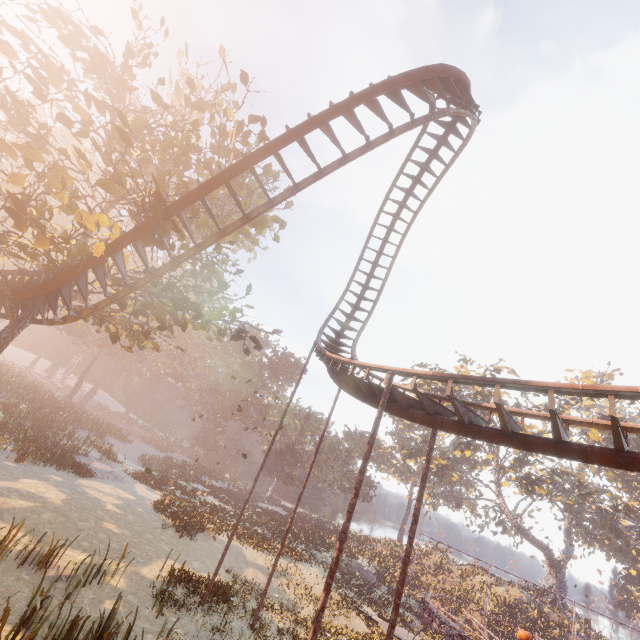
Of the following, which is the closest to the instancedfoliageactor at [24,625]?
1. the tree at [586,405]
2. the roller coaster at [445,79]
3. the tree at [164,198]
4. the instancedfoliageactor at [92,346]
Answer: the tree at [164,198]

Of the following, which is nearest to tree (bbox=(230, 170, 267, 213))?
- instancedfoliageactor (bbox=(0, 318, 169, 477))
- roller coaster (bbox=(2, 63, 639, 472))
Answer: roller coaster (bbox=(2, 63, 639, 472))

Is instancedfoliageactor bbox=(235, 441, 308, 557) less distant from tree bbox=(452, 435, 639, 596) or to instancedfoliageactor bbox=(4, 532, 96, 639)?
instancedfoliageactor bbox=(4, 532, 96, 639)

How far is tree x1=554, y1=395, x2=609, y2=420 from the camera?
38.0m

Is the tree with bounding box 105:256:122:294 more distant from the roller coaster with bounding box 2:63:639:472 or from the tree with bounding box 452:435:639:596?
the tree with bounding box 452:435:639:596

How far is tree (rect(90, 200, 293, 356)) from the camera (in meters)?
12.03

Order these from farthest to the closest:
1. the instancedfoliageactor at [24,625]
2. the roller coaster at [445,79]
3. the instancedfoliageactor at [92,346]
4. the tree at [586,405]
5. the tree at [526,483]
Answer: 1. the tree at [586,405]
2. the tree at [526,483]
3. the instancedfoliageactor at [92,346]
4. the instancedfoliageactor at [24,625]
5. the roller coaster at [445,79]

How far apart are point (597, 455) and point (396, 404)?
4.6 meters
